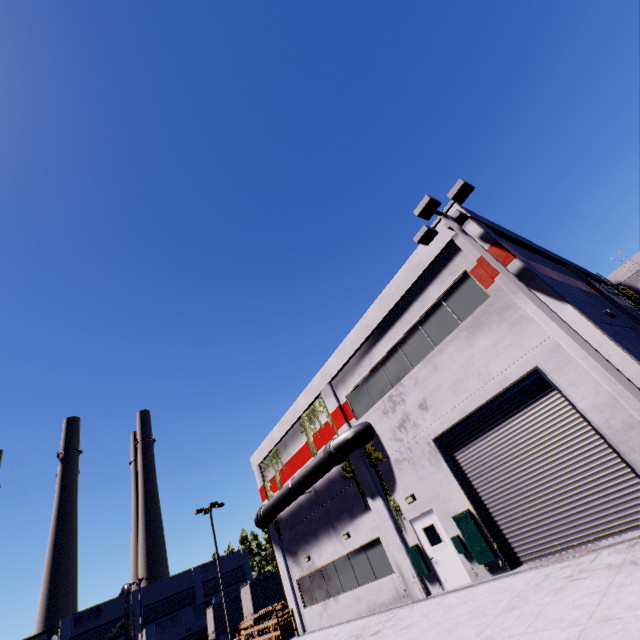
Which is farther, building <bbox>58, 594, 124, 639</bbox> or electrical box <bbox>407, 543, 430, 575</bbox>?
building <bbox>58, 594, 124, 639</bbox>

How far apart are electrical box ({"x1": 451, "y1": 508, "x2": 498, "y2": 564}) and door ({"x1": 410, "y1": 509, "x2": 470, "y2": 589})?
0.1 meters

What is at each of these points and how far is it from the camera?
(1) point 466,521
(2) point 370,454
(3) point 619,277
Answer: (1) electrical box, 11.5 meters
(2) tree, 15.6 meters
(3) building, 25.1 meters

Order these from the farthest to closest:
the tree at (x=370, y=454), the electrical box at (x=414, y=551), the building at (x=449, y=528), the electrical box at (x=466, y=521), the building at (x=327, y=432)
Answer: the building at (x=327, y=432) → the tree at (x=370, y=454) → the electrical box at (x=414, y=551) → the electrical box at (x=466, y=521) → the building at (x=449, y=528)

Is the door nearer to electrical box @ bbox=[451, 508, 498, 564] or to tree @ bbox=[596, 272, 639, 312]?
electrical box @ bbox=[451, 508, 498, 564]

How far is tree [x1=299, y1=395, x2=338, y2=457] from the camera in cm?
1836

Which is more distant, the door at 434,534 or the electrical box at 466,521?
the door at 434,534
